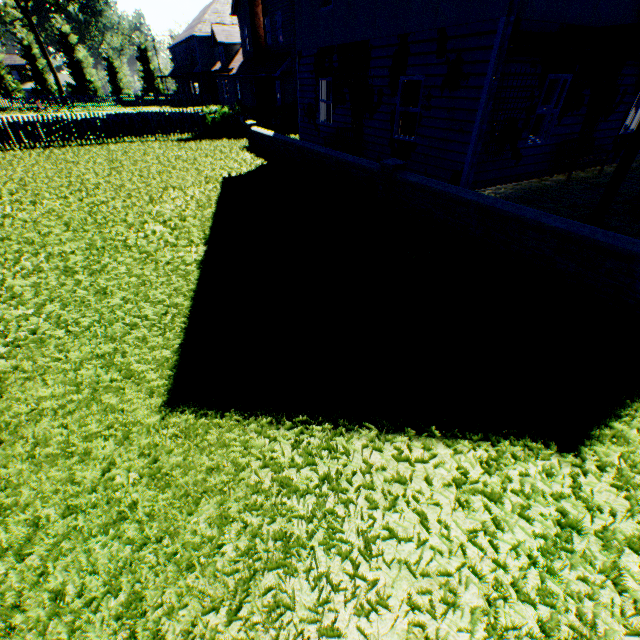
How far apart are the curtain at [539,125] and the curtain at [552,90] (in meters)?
0.07

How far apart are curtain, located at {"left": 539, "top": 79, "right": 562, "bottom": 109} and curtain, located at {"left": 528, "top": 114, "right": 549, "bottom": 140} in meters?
0.1

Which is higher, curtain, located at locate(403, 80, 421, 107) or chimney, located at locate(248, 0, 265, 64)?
chimney, located at locate(248, 0, 265, 64)

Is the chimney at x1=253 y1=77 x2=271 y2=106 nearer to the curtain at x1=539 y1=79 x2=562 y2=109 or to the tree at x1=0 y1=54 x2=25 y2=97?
the curtain at x1=539 y1=79 x2=562 y2=109

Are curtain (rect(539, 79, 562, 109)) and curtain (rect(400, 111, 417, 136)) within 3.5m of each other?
yes

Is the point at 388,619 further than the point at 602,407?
No

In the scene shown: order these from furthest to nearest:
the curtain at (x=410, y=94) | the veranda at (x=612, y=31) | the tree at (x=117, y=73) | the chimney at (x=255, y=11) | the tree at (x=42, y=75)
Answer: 1. the tree at (x=117, y=73)
2. the tree at (x=42, y=75)
3. the chimney at (x=255, y=11)
4. the curtain at (x=410, y=94)
5. the veranda at (x=612, y=31)

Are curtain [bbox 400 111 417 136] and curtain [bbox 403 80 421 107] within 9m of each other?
yes
